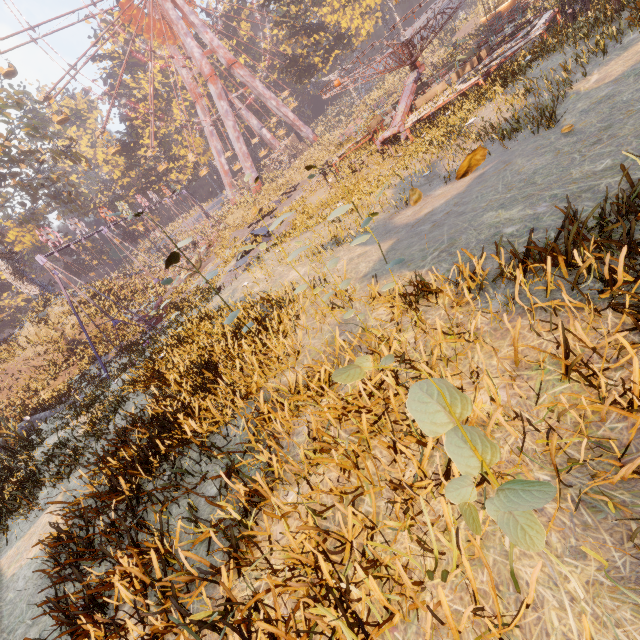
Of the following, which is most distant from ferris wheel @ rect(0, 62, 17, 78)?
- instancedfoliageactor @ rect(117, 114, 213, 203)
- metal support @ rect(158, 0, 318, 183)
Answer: instancedfoliageactor @ rect(117, 114, 213, 203)

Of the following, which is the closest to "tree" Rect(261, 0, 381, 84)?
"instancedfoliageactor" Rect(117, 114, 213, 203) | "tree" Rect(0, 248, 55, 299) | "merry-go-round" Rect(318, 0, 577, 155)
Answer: "instancedfoliageactor" Rect(117, 114, 213, 203)

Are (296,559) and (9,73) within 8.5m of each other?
no

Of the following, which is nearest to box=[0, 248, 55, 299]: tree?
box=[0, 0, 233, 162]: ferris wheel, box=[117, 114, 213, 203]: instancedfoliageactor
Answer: box=[0, 0, 233, 162]: ferris wheel

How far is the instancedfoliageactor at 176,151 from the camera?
49.59m

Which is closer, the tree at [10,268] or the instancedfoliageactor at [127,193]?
the instancedfoliageactor at [127,193]

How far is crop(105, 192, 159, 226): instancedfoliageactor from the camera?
4.16m

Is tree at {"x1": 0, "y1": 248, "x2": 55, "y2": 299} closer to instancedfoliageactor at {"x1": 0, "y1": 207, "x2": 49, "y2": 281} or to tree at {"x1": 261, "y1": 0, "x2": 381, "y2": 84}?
instancedfoliageactor at {"x1": 0, "y1": 207, "x2": 49, "y2": 281}
